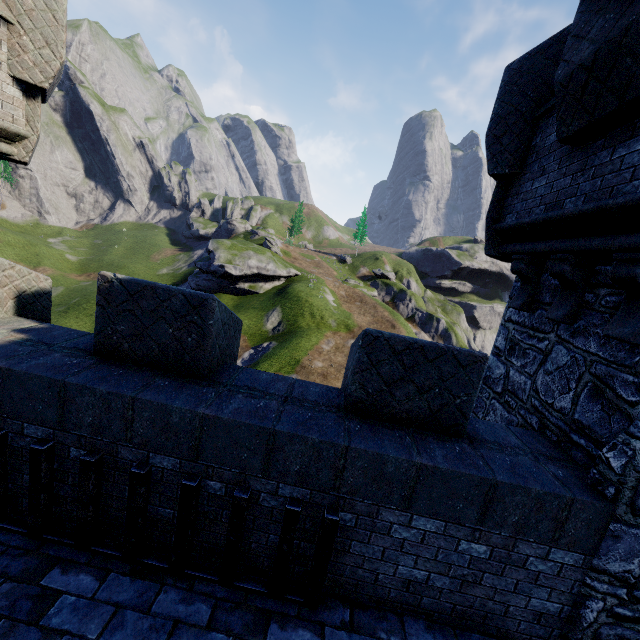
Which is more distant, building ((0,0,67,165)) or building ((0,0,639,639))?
building ((0,0,67,165))

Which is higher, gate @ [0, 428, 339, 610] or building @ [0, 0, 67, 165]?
building @ [0, 0, 67, 165]

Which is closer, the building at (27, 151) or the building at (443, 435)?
the building at (443, 435)

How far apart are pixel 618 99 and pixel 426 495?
4.2m

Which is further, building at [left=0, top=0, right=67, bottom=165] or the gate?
building at [left=0, top=0, right=67, bottom=165]

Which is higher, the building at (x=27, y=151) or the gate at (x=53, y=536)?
the building at (x=27, y=151)
